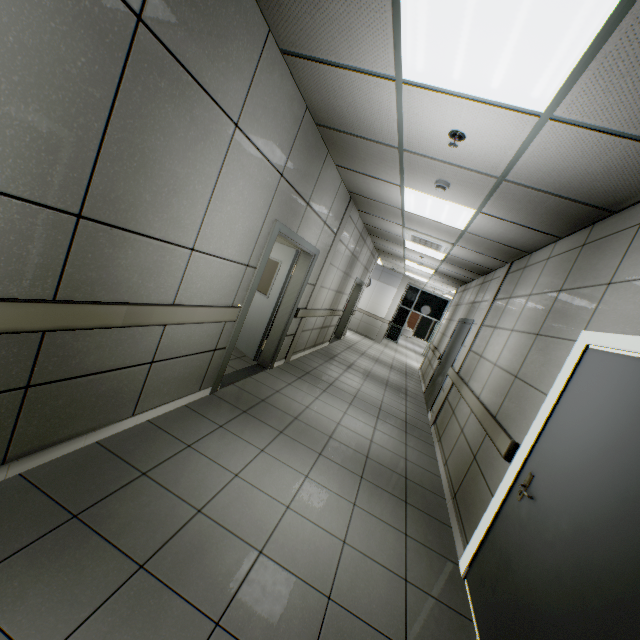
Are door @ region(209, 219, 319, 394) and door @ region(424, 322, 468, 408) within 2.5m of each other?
no

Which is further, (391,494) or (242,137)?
(391,494)

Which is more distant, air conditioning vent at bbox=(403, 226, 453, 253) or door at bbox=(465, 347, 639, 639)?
air conditioning vent at bbox=(403, 226, 453, 253)

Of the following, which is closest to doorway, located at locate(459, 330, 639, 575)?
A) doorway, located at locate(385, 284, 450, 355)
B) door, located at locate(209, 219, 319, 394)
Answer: door, located at locate(209, 219, 319, 394)

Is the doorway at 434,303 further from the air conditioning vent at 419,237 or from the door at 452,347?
the air conditioning vent at 419,237

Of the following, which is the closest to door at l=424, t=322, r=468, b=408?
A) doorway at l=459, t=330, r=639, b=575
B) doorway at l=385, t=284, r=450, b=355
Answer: doorway at l=459, t=330, r=639, b=575

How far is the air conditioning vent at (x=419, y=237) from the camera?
6.0m

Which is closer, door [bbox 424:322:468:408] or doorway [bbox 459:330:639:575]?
doorway [bbox 459:330:639:575]
